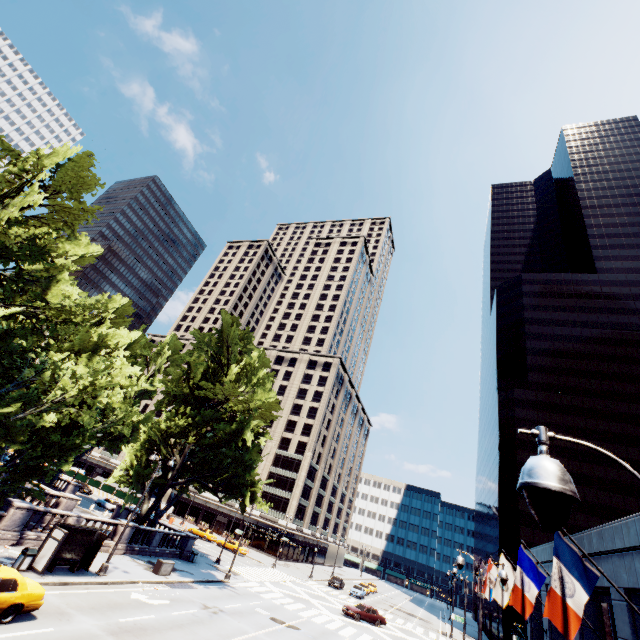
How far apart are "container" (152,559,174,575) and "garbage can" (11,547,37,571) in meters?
10.2

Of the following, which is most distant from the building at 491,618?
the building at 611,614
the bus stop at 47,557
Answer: the bus stop at 47,557

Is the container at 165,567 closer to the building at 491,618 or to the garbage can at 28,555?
the garbage can at 28,555

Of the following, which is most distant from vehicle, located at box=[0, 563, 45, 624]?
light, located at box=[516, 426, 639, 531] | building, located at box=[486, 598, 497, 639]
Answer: building, located at box=[486, 598, 497, 639]

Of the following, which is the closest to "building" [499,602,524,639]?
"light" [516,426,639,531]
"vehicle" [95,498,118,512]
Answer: "vehicle" [95,498,118,512]

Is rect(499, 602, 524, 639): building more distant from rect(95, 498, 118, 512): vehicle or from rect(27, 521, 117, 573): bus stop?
rect(95, 498, 118, 512): vehicle

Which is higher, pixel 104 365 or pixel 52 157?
pixel 52 157

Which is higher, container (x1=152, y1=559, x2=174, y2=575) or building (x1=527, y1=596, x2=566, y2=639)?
building (x1=527, y1=596, x2=566, y2=639)
